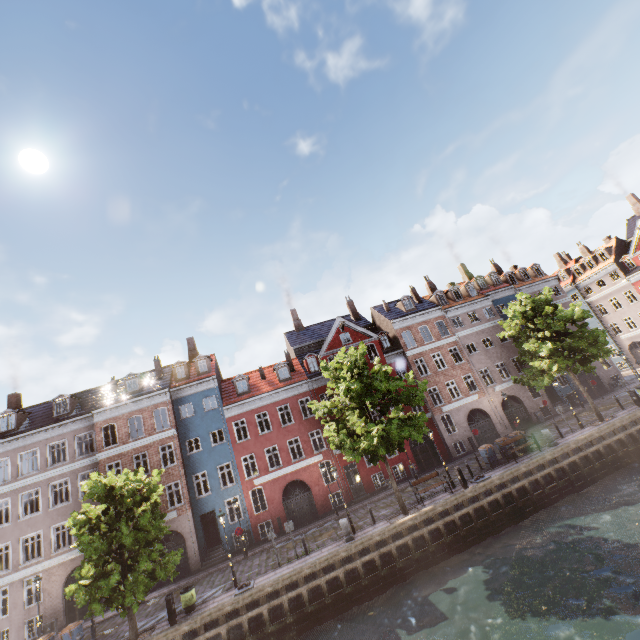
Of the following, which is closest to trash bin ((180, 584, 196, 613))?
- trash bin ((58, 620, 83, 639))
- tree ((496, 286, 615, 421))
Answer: tree ((496, 286, 615, 421))

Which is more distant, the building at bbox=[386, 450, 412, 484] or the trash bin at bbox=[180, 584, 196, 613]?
the building at bbox=[386, 450, 412, 484]

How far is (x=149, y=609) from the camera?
19.56m

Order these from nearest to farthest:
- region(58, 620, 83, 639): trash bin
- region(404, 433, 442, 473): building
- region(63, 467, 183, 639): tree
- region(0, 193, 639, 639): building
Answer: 1. region(63, 467, 183, 639): tree
2. region(58, 620, 83, 639): trash bin
3. region(0, 193, 639, 639): building
4. region(404, 433, 442, 473): building

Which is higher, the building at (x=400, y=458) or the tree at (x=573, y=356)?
the tree at (x=573, y=356)

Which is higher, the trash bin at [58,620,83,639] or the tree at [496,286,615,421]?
the tree at [496,286,615,421]

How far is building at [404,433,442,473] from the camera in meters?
28.7 m

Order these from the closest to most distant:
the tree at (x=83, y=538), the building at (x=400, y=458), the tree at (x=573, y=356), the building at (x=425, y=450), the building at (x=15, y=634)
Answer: the tree at (x=83, y=538) < the tree at (x=573, y=356) < the building at (x=15, y=634) < the building at (x=400, y=458) < the building at (x=425, y=450)
